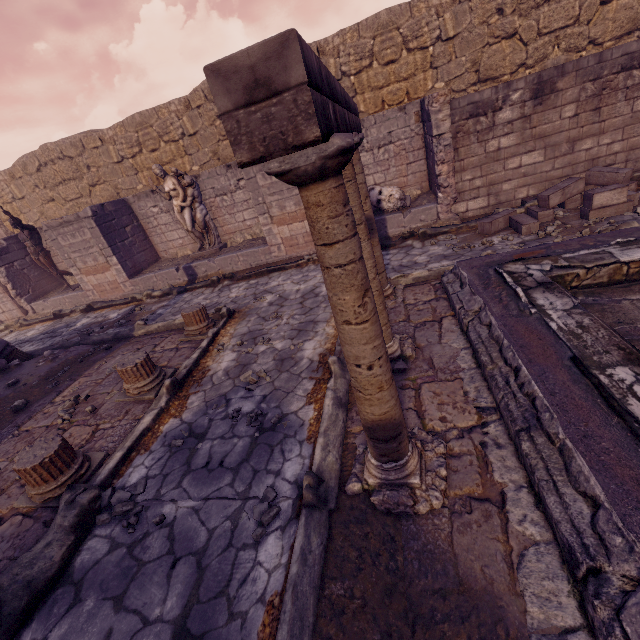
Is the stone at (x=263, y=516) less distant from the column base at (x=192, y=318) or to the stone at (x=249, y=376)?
the stone at (x=249, y=376)

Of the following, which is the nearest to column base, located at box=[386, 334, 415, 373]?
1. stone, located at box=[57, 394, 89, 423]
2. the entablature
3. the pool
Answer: the pool

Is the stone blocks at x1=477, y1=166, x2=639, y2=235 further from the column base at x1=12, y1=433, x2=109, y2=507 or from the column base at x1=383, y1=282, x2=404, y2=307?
the column base at x1=12, y1=433, x2=109, y2=507

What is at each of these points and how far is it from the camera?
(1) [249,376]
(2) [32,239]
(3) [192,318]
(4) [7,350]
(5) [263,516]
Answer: (1) stone, 4.7 meters
(2) sculpture, 10.8 meters
(3) column base, 6.1 meters
(4) column piece, 7.3 meters
(5) stone, 2.7 meters

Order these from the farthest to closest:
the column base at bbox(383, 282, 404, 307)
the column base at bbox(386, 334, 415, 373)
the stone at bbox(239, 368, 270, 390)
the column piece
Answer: the column piece → the column base at bbox(383, 282, 404, 307) → the stone at bbox(239, 368, 270, 390) → the column base at bbox(386, 334, 415, 373)

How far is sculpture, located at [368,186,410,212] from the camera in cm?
805

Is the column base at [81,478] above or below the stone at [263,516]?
above

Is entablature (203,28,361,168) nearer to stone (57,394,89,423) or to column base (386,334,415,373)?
column base (386,334,415,373)
